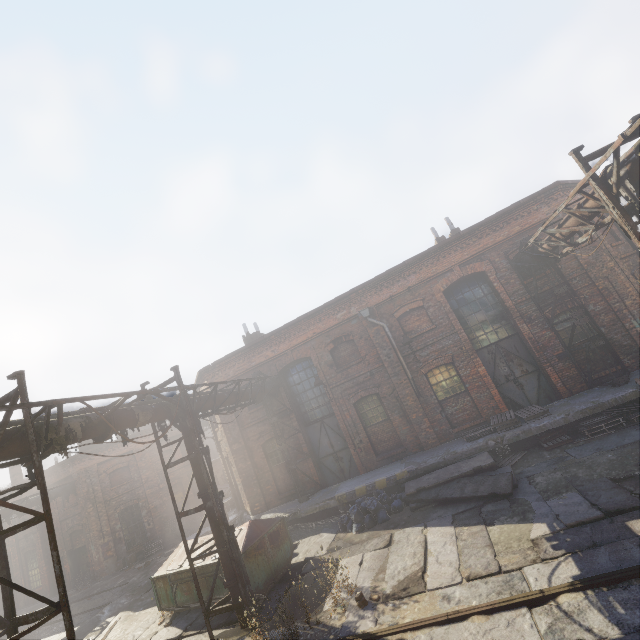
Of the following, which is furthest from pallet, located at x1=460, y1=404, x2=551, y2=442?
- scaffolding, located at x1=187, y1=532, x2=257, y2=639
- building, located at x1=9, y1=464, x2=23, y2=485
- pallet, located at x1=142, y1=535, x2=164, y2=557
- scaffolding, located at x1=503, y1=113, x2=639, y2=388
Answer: building, located at x1=9, y1=464, x2=23, y2=485

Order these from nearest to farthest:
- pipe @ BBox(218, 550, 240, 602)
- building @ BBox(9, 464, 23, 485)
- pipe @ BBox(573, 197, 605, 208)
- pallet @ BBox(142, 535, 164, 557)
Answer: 1. pipe @ BBox(573, 197, 605, 208)
2. pipe @ BBox(218, 550, 240, 602)
3. pallet @ BBox(142, 535, 164, 557)
4. building @ BBox(9, 464, 23, 485)

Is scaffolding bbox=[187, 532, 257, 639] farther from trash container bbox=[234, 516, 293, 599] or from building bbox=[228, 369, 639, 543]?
building bbox=[228, 369, 639, 543]

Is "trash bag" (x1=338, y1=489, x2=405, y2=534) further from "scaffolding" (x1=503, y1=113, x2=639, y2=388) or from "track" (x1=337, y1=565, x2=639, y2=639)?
"scaffolding" (x1=503, y1=113, x2=639, y2=388)

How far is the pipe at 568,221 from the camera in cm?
849

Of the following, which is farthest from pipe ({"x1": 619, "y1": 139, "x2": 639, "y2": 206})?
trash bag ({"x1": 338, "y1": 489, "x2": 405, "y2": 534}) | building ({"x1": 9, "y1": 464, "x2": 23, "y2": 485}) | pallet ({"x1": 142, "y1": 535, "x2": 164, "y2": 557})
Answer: building ({"x1": 9, "y1": 464, "x2": 23, "y2": 485})

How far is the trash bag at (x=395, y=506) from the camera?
10.9m

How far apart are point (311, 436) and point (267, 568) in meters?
6.1
